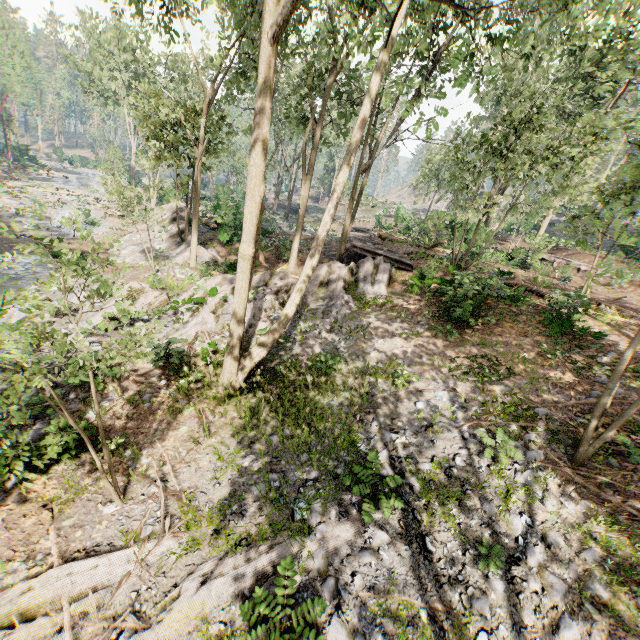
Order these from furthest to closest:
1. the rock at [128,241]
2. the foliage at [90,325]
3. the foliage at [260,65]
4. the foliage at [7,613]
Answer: the rock at [128,241] < the foliage at [260,65] < the foliage at [7,613] < the foliage at [90,325]

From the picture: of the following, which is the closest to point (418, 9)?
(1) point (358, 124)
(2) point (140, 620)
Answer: (1) point (358, 124)

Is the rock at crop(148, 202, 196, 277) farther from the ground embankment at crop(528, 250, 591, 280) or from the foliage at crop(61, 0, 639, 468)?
the ground embankment at crop(528, 250, 591, 280)

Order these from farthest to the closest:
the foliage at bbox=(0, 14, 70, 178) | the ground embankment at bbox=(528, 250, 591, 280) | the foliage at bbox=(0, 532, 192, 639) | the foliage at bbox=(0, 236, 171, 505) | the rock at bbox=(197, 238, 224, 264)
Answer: the foliage at bbox=(0, 14, 70, 178) < the ground embankment at bbox=(528, 250, 591, 280) < the rock at bbox=(197, 238, 224, 264) < the foliage at bbox=(0, 532, 192, 639) < the foliage at bbox=(0, 236, 171, 505)

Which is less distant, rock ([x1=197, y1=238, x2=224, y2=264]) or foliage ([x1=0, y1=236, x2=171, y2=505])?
foliage ([x1=0, y1=236, x2=171, y2=505])

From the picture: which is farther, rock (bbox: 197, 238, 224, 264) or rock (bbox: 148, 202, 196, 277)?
rock (bbox: 197, 238, 224, 264)

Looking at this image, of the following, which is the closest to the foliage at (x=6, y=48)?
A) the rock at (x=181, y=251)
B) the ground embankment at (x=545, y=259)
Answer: the rock at (x=181, y=251)

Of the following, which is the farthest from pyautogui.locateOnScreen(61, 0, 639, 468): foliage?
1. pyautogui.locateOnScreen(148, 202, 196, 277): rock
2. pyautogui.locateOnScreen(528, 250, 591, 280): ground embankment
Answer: pyautogui.locateOnScreen(528, 250, 591, 280): ground embankment
